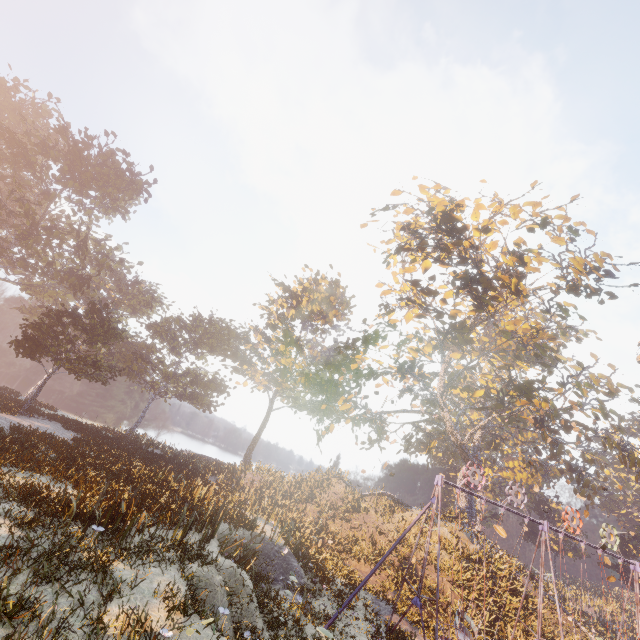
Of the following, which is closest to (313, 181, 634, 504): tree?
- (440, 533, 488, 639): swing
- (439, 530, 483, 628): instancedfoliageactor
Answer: (439, 530, 483, 628): instancedfoliageactor

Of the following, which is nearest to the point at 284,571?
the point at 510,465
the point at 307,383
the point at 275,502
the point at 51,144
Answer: the point at 275,502

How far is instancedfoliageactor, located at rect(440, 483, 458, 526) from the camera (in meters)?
26.69

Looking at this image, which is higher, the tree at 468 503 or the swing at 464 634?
the tree at 468 503

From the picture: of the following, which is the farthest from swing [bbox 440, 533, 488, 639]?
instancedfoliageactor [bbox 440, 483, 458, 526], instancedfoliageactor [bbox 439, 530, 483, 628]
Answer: instancedfoliageactor [bbox 440, 483, 458, 526]

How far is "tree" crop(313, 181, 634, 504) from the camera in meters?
21.1

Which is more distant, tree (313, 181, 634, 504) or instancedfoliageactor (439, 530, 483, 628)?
tree (313, 181, 634, 504)

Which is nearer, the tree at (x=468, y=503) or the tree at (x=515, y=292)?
the tree at (x=515, y=292)
